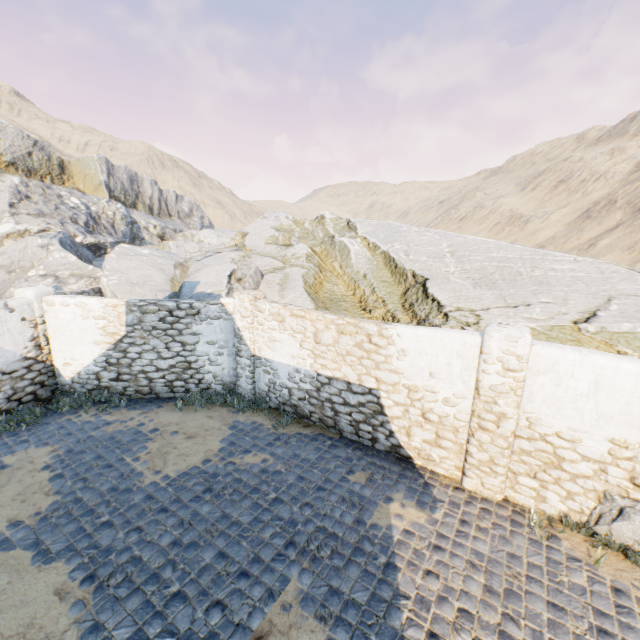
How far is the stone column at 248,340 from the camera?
8.8m

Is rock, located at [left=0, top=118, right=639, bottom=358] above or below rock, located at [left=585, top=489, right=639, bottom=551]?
above

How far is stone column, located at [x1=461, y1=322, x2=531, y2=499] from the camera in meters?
5.4 m

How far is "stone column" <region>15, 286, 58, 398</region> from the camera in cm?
862

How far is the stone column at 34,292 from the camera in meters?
8.6

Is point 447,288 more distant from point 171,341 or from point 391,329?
point 171,341

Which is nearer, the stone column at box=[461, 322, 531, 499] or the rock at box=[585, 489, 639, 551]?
the rock at box=[585, 489, 639, 551]

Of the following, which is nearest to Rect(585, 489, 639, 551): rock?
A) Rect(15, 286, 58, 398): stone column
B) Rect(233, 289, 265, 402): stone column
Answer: Rect(15, 286, 58, 398): stone column
